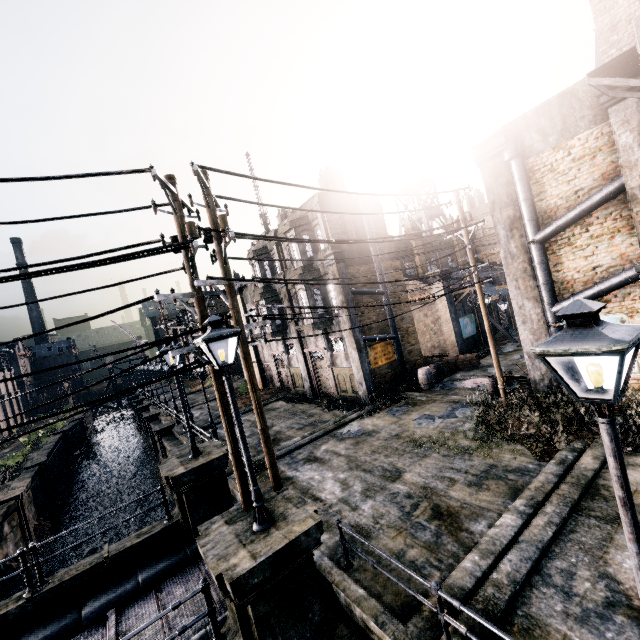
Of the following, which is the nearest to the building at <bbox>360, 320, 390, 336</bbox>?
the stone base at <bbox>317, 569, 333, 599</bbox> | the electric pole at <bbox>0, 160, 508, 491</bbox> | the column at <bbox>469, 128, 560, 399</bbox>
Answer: the electric pole at <bbox>0, 160, 508, 491</bbox>

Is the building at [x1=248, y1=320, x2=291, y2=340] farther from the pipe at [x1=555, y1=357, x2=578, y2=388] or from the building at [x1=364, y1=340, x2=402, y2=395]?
the pipe at [x1=555, y1=357, x2=578, y2=388]

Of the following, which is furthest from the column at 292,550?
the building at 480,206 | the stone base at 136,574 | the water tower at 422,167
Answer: the building at 480,206

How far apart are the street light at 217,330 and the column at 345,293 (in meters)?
13.38

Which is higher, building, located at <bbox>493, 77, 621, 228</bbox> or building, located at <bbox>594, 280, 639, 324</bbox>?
building, located at <bbox>493, 77, 621, 228</bbox>

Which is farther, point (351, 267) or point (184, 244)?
point (351, 267)

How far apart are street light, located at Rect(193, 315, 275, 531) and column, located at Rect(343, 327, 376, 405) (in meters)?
13.38
